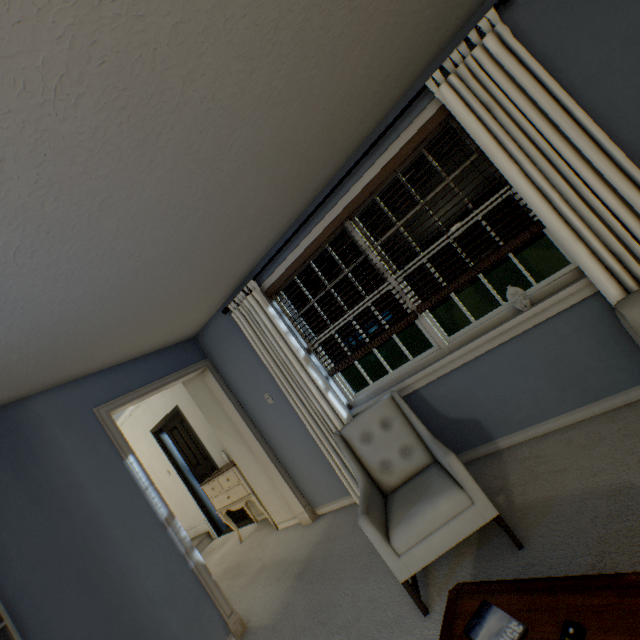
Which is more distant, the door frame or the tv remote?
the door frame

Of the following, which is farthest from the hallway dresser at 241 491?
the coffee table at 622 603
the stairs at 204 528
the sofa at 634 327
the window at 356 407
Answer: the sofa at 634 327

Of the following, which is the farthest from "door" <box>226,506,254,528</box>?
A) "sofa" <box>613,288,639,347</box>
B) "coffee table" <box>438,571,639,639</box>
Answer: "sofa" <box>613,288,639,347</box>

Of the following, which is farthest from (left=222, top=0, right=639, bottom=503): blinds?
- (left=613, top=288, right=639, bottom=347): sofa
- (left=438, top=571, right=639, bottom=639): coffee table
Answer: (left=438, top=571, right=639, bottom=639): coffee table

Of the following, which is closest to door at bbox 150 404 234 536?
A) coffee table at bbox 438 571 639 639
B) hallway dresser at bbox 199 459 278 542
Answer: hallway dresser at bbox 199 459 278 542

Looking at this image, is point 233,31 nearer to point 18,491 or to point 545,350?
point 545,350

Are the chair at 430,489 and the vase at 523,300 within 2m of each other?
yes

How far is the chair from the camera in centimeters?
167cm
